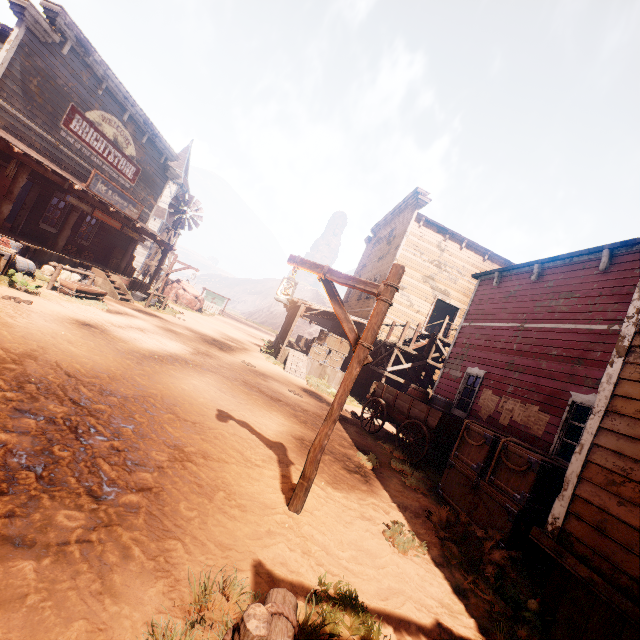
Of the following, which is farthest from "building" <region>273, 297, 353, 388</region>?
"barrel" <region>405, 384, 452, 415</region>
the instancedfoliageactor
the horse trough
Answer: the instancedfoliageactor

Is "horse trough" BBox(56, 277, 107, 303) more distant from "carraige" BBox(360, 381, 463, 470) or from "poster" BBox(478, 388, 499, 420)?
"poster" BBox(478, 388, 499, 420)

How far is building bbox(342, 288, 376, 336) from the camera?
18.3m

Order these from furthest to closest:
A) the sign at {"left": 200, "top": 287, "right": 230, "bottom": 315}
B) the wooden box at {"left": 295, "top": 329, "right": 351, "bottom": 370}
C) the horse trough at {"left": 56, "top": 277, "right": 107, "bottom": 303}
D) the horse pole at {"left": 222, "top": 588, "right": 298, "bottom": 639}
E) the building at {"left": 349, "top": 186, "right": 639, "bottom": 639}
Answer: the sign at {"left": 200, "top": 287, "right": 230, "bottom": 315}
the wooden box at {"left": 295, "top": 329, "right": 351, "bottom": 370}
the horse trough at {"left": 56, "top": 277, "right": 107, "bottom": 303}
the building at {"left": 349, "top": 186, "right": 639, "bottom": 639}
the horse pole at {"left": 222, "top": 588, "right": 298, "bottom": 639}

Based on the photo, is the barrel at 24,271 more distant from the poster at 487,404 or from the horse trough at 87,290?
the poster at 487,404

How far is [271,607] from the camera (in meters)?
1.42

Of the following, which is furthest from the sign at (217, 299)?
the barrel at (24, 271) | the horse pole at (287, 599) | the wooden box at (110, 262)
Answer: the horse pole at (287, 599)

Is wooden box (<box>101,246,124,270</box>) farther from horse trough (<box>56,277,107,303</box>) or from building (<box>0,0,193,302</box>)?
horse trough (<box>56,277,107,303</box>)
